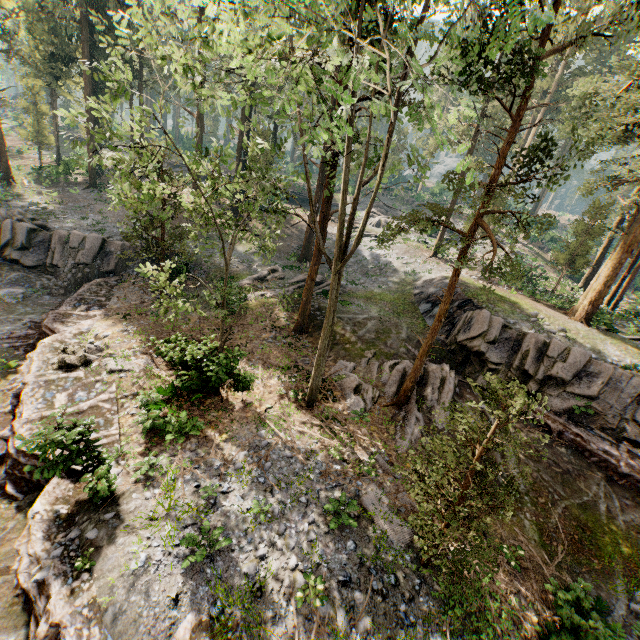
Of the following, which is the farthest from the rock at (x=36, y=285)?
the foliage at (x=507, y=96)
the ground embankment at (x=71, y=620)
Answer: the foliage at (x=507, y=96)

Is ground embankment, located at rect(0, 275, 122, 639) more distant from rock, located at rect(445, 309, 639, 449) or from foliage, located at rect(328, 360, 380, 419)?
rock, located at rect(445, 309, 639, 449)

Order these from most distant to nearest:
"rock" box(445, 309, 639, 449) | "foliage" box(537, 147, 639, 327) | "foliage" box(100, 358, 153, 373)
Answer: "foliage" box(537, 147, 639, 327) < "rock" box(445, 309, 639, 449) < "foliage" box(100, 358, 153, 373)

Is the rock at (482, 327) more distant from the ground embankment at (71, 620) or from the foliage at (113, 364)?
the ground embankment at (71, 620)

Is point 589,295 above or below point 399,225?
A: below

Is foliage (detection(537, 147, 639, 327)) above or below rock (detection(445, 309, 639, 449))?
above

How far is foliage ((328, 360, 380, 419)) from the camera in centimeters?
1545cm
